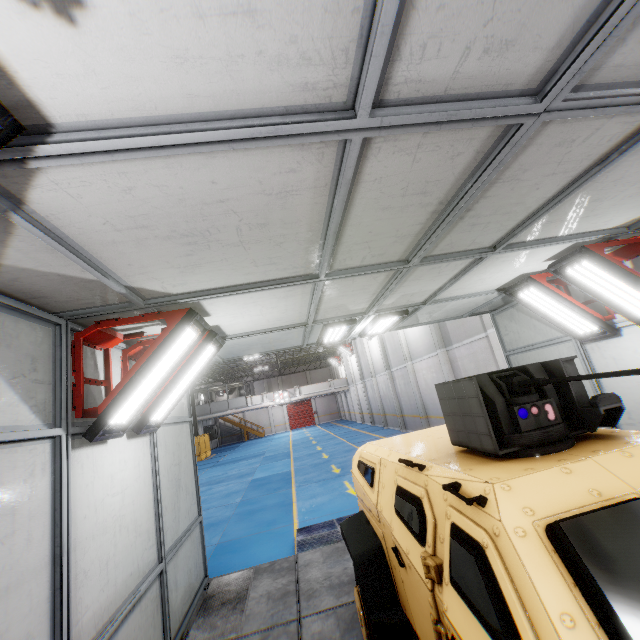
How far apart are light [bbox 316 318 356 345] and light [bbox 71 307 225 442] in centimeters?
221cm

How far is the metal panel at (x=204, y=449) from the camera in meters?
30.5 m

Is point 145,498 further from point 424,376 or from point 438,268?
point 424,376

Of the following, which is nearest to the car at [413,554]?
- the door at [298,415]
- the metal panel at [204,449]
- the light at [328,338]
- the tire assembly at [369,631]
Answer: the tire assembly at [369,631]

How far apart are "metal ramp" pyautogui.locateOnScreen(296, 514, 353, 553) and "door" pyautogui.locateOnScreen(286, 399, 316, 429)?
40.26m

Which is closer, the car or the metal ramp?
the car

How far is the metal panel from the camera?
30.5m

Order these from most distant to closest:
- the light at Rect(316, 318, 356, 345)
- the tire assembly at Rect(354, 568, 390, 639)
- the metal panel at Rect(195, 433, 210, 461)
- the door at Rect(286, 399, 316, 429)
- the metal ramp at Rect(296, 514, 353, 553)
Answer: the door at Rect(286, 399, 316, 429) < the metal panel at Rect(195, 433, 210, 461) < the metal ramp at Rect(296, 514, 353, 553) < the light at Rect(316, 318, 356, 345) < the tire assembly at Rect(354, 568, 390, 639)
